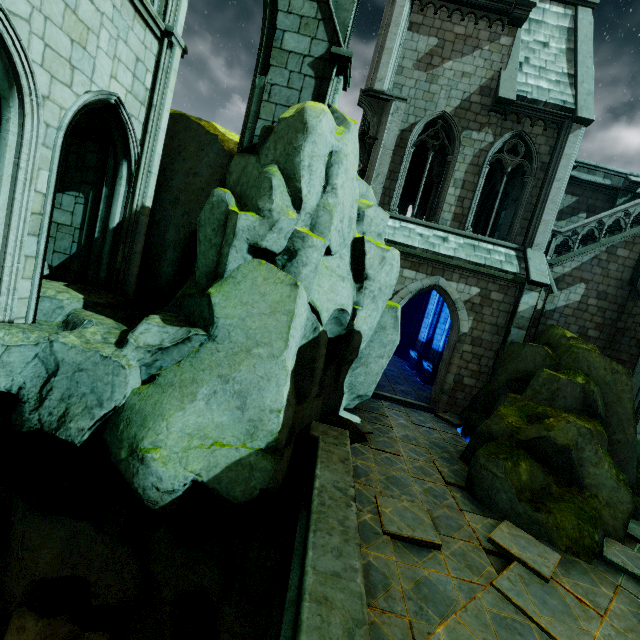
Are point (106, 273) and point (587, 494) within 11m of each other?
no

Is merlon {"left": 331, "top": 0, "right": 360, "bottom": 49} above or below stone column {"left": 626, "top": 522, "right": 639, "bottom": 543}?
above

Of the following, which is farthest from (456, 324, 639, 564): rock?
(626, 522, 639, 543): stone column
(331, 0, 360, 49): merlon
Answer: (331, 0, 360, 49): merlon

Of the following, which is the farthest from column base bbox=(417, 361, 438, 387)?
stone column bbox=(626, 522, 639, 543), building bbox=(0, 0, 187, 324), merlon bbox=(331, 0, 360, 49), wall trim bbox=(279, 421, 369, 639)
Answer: merlon bbox=(331, 0, 360, 49)

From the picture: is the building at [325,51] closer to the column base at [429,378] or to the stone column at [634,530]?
the column base at [429,378]

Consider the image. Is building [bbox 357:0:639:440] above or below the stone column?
above

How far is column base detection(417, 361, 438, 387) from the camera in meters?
17.2 m

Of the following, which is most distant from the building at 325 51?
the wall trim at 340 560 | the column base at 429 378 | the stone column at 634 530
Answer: the stone column at 634 530
